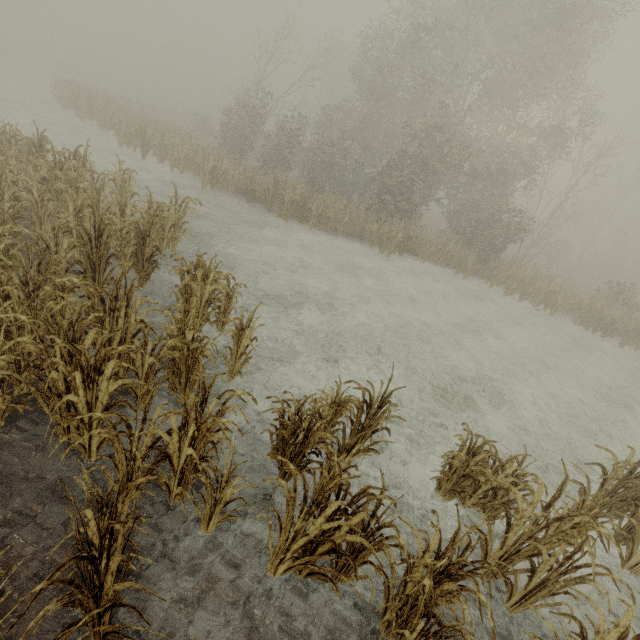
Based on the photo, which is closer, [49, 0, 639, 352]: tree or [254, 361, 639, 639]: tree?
[254, 361, 639, 639]: tree

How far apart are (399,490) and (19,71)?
64.96m

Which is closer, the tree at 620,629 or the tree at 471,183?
the tree at 620,629
